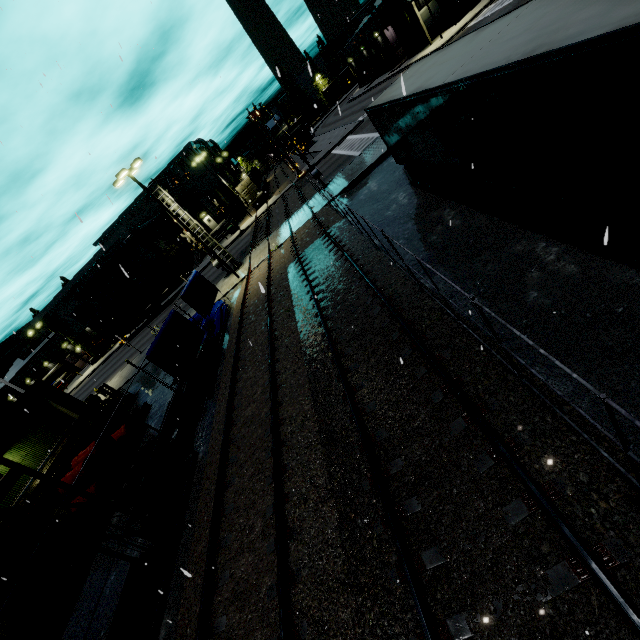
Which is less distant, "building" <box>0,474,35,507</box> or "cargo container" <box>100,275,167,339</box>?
"building" <box>0,474,35,507</box>

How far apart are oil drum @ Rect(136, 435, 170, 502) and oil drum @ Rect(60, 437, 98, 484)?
0.4m

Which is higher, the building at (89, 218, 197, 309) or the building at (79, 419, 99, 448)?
the building at (89, 218, 197, 309)

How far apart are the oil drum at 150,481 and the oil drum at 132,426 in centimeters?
38cm

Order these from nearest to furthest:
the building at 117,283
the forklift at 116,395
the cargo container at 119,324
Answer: the forklift at 116,395 < the cargo container at 119,324 < the building at 117,283

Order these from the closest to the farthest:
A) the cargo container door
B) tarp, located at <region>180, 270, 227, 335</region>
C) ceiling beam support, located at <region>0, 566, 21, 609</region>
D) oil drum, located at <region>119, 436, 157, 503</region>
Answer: oil drum, located at <region>119, 436, 157, 503</region>, ceiling beam support, located at <region>0, 566, 21, 609</region>, tarp, located at <region>180, 270, 227, 335</region>, the cargo container door

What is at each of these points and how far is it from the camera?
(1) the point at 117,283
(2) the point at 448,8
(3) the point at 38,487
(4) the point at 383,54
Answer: (1) building, 48.31m
(2) building, 45.62m
(3) ceiling beam support, 13.10m
(4) building, 55.16m

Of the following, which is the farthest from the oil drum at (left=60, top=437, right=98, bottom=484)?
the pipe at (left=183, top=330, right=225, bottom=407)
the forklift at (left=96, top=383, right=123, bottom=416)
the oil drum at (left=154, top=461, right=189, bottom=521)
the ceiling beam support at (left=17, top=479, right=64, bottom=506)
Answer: the forklift at (left=96, top=383, right=123, bottom=416)
